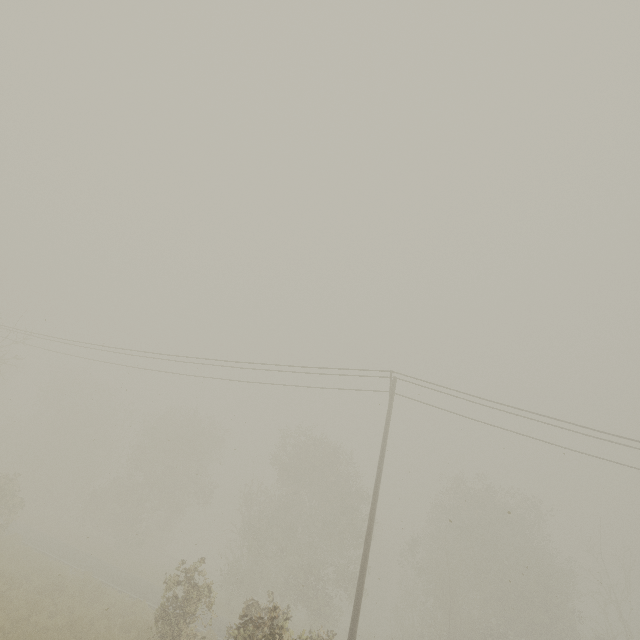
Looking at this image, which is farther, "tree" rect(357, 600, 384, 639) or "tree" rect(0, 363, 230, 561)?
"tree" rect(357, 600, 384, 639)

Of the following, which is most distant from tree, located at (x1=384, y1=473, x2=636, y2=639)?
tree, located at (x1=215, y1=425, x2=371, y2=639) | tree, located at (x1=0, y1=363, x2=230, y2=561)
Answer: tree, located at (x1=0, y1=363, x2=230, y2=561)

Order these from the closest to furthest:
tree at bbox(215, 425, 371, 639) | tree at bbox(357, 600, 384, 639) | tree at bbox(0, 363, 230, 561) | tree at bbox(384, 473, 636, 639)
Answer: tree at bbox(215, 425, 371, 639), tree at bbox(384, 473, 636, 639), tree at bbox(0, 363, 230, 561), tree at bbox(357, 600, 384, 639)

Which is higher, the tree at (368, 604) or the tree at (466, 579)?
the tree at (466, 579)

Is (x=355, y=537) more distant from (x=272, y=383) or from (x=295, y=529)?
(x=272, y=383)

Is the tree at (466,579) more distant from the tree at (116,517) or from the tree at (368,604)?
the tree at (116,517)

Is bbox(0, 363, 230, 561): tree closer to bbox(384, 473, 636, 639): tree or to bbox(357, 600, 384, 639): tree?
bbox(357, 600, 384, 639): tree
